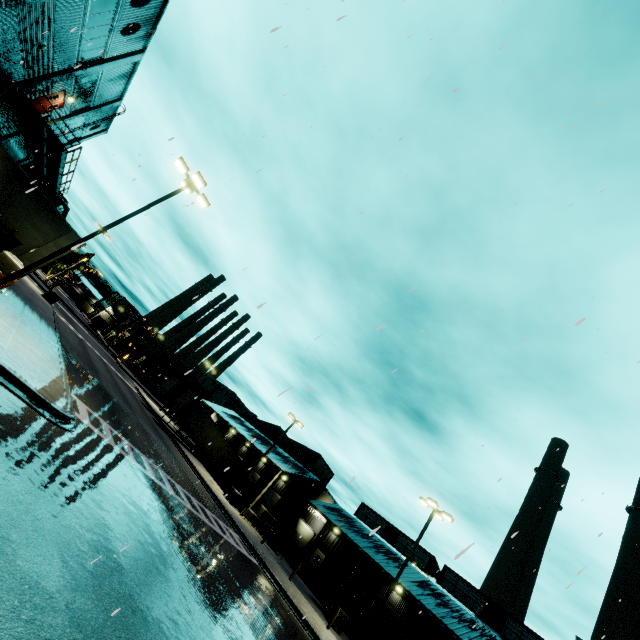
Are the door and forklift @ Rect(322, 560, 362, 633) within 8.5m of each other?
no

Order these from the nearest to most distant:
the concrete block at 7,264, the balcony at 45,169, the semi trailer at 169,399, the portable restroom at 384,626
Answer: the concrete block at 7,264 → the balcony at 45,169 → the portable restroom at 384,626 → the semi trailer at 169,399

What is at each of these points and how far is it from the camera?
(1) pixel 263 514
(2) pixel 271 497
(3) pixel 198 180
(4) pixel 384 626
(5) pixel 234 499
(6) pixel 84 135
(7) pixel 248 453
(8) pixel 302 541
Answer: (1) concrete block, 32.4 meters
(2) roll-up door, 39.8 meters
(3) light, 15.1 meters
(4) portable restroom, 26.4 meters
(5) electrical box, 29.3 meters
(6) building, 31.2 meters
(7) building, 46.9 meters
(8) roll-up door, 38.3 meters

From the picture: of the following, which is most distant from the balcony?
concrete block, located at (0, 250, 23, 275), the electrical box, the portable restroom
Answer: the portable restroom

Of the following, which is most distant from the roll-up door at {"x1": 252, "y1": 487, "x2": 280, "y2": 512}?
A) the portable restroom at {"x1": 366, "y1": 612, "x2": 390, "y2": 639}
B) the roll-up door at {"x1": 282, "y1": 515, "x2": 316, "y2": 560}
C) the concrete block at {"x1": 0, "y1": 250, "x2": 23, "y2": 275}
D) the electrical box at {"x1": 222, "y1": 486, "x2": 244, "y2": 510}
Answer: the concrete block at {"x1": 0, "y1": 250, "x2": 23, "y2": 275}

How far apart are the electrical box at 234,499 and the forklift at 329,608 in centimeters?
1026cm

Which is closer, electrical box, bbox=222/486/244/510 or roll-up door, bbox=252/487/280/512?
electrical box, bbox=222/486/244/510

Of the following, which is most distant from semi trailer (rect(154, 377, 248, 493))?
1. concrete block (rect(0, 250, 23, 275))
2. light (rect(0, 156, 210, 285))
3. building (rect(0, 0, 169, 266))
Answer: light (rect(0, 156, 210, 285))
